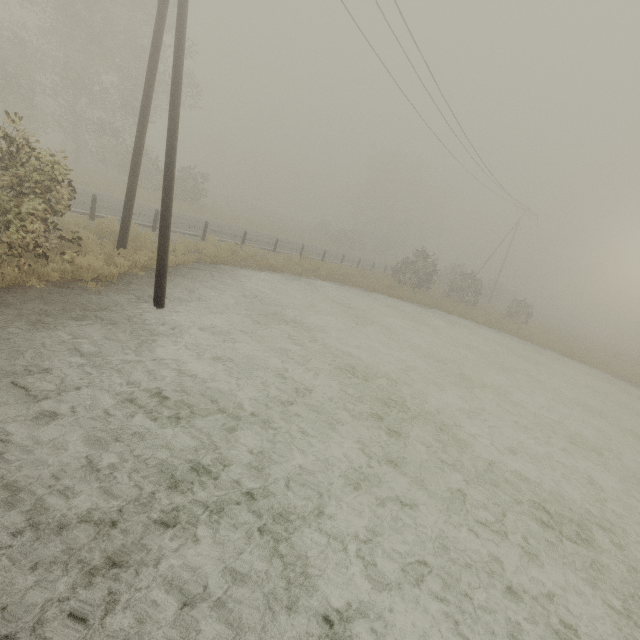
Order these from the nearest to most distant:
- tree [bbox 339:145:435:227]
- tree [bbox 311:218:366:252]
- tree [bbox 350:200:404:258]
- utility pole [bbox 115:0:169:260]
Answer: utility pole [bbox 115:0:169:260] < tree [bbox 311:218:366:252] < tree [bbox 339:145:435:227] < tree [bbox 350:200:404:258]

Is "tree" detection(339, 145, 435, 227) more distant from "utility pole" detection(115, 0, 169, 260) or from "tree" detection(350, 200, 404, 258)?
"utility pole" detection(115, 0, 169, 260)

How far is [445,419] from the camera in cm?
844

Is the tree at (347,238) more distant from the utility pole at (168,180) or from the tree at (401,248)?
the utility pole at (168,180)

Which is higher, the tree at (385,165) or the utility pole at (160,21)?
the tree at (385,165)

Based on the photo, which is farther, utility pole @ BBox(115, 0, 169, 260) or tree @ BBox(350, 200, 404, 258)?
tree @ BBox(350, 200, 404, 258)

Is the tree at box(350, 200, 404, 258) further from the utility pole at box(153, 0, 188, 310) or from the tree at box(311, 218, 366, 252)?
the utility pole at box(153, 0, 188, 310)

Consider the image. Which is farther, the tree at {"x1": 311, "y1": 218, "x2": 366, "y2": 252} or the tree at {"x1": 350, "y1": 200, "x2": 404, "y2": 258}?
the tree at {"x1": 350, "y1": 200, "x2": 404, "y2": 258}
